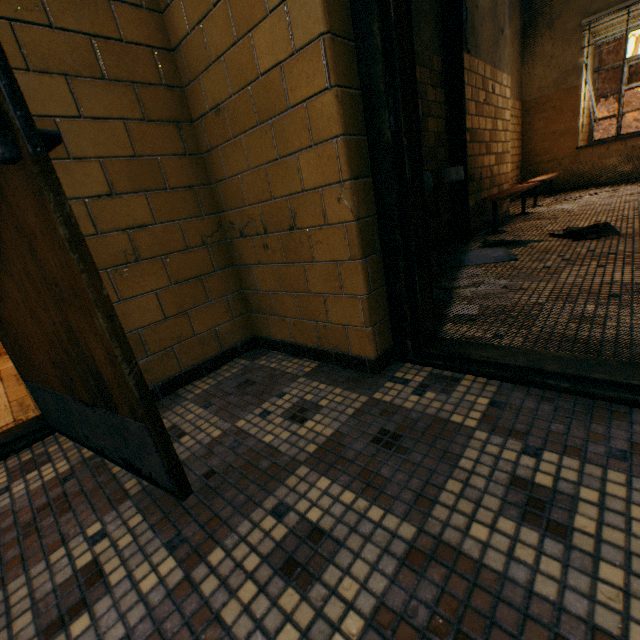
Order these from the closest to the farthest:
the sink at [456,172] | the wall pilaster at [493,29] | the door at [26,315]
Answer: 1. the door at [26,315]
2. the sink at [456,172]
3. the wall pilaster at [493,29]

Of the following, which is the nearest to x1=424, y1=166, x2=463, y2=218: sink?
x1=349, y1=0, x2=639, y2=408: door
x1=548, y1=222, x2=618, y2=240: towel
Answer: x1=548, y1=222, x2=618, y2=240: towel

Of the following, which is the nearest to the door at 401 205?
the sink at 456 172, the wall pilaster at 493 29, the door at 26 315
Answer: the door at 26 315

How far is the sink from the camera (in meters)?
2.61

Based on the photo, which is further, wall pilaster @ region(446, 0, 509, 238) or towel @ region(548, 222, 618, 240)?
wall pilaster @ region(446, 0, 509, 238)

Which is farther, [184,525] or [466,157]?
[466,157]

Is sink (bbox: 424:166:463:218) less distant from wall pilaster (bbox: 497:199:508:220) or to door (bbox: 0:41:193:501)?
wall pilaster (bbox: 497:199:508:220)

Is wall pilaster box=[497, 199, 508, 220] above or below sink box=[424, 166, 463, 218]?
below
